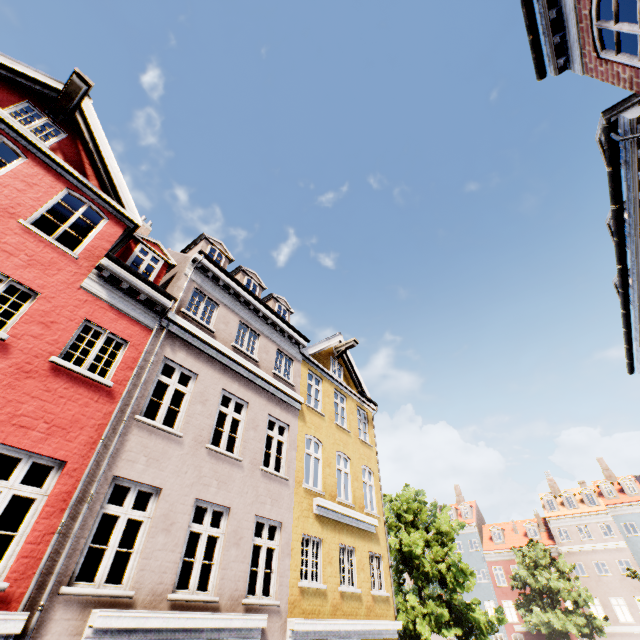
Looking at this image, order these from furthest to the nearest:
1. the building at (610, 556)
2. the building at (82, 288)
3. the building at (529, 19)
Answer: the building at (610, 556) → the building at (529, 19) → the building at (82, 288)

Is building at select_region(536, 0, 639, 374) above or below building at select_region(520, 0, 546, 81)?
below

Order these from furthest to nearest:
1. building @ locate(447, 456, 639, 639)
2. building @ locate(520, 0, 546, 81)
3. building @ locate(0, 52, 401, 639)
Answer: building @ locate(447, 456, 639, 639) → building @ locate(520, 0, 546, 81) → building @ locate(0, 52, 401, 639)

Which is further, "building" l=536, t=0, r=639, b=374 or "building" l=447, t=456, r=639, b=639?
"building" l=447, t=456, r=639, b=639

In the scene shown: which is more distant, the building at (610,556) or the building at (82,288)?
the building at (610,556)

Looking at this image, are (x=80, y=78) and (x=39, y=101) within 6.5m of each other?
yes
